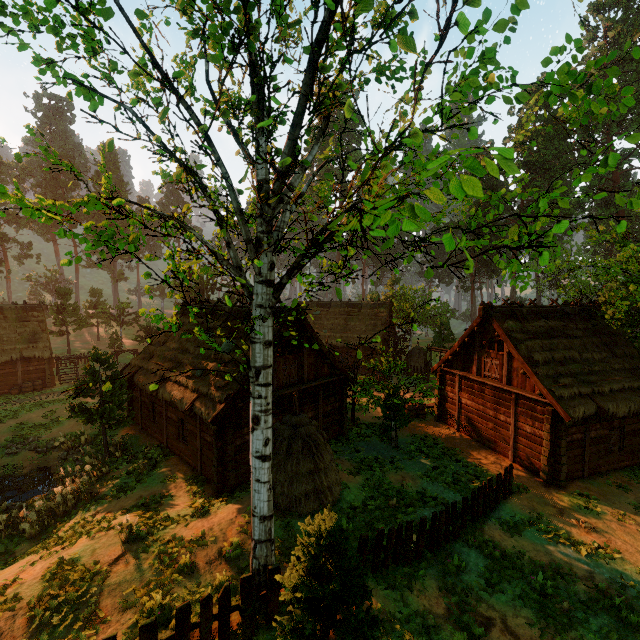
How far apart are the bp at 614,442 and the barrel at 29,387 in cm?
4152

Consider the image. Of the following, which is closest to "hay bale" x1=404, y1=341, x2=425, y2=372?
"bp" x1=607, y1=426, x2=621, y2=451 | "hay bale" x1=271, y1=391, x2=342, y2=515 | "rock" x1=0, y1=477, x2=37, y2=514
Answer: "bp" x1=607, y1=426, x2=621, y2=451

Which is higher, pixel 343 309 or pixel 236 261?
pixel 236 261

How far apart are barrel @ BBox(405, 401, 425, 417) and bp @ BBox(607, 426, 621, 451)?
9.3m

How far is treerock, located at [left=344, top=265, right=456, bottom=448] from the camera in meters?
17.1 m

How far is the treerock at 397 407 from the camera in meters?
17.1 m

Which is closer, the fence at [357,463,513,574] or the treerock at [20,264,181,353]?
the treerock at [20,264,181,353]

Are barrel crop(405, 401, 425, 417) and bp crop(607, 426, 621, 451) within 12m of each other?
yes
